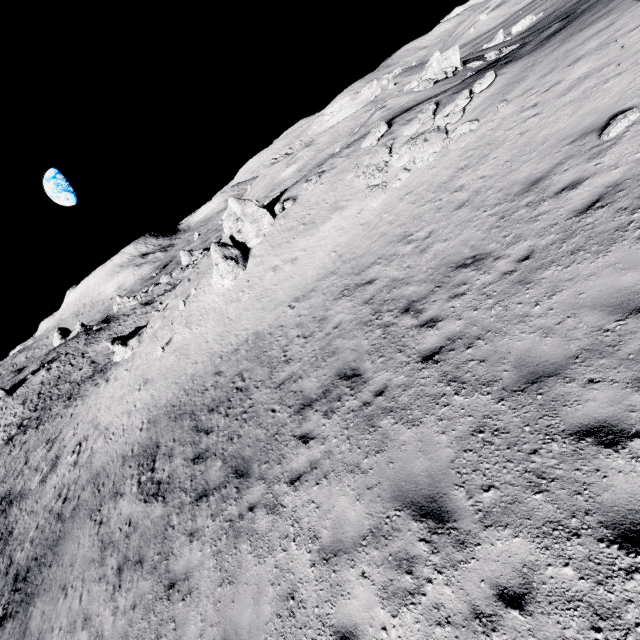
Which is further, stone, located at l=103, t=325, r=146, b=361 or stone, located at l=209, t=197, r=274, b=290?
stone, located at l=103, t=325, r=146, b=361

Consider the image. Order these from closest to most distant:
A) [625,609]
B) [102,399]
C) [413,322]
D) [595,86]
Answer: [625,609], [413,322], [595,86], [102,399]

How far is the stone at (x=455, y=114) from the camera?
13.2m

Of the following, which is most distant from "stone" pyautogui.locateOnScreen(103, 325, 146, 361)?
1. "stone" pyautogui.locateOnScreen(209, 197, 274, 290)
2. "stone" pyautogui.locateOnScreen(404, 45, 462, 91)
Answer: "stone" pyautogui.locateOnScreen(404, 45, 462, 91)

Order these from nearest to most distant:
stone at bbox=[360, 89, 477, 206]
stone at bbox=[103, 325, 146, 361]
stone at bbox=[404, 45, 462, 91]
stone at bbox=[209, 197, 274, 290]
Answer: stone at bbox=[360, 89, 477, 206] → stone at bbox=[209, 197, 274, 290] → stone at bbox=[404, 45, 462, 91] → stone at bbox=[103, 325, 146, 361]

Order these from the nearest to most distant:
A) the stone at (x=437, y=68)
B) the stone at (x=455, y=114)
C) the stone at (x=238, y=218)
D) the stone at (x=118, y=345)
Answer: the stone at (x=455, y=114), the stone at (x=238, y=218), the stone at (x=437, y=68), the stone at (x=118, y=345)

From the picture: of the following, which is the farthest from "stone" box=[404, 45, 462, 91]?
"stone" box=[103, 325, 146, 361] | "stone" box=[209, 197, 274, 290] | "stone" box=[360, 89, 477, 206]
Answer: "stone" box=[103, 325, 146, 361]

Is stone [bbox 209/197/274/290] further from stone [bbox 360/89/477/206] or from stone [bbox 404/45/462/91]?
stone [bbox 404/45/462/91]
